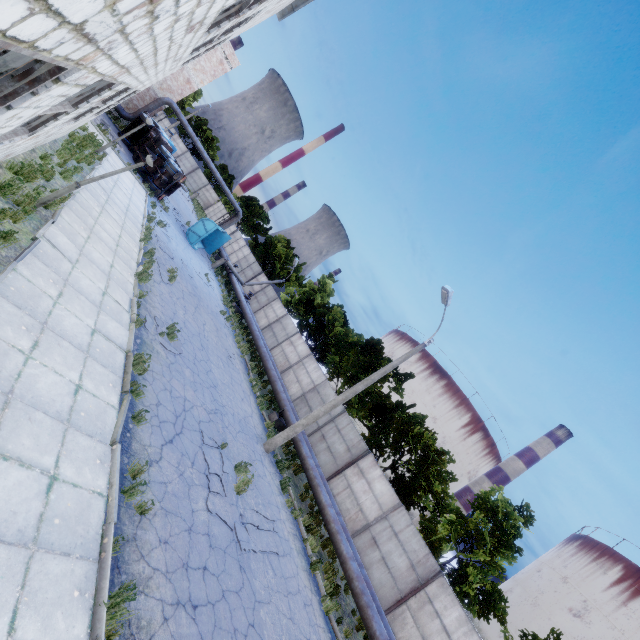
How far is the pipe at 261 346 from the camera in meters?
17.6 m

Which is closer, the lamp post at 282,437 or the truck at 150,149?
the lamp post at 282,437

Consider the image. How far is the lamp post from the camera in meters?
13.6

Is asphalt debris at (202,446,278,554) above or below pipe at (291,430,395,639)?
below

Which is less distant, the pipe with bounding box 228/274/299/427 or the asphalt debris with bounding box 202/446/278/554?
the asphalt debris with bounding box 202/446/278/554

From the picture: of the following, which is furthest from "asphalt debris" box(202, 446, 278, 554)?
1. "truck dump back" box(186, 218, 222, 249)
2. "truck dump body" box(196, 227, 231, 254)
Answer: "truck dump body" box(196, 227, 231, 254)

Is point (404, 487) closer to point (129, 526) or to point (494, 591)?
point (494, 591)

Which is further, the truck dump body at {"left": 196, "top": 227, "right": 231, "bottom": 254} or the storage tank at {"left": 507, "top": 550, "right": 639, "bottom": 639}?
the storage tank at {"left": 507, "top": 550, "right": 639, "bottom": 639}
